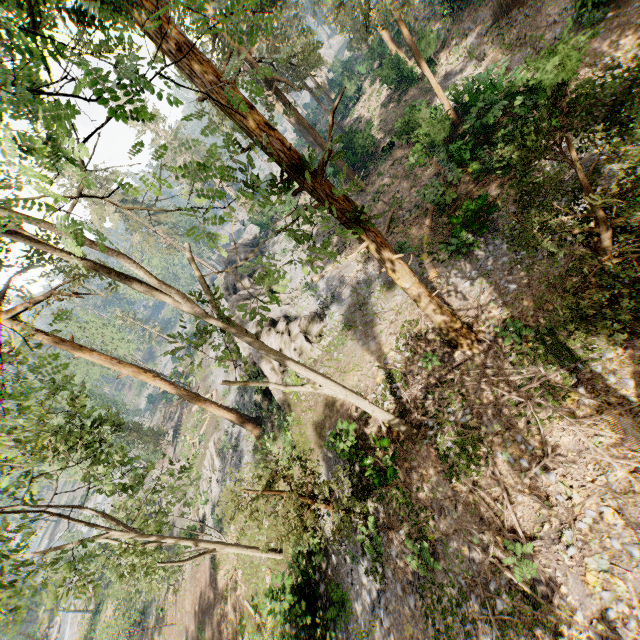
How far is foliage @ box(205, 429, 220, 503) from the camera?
30.65m

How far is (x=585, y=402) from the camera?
9.2 meters

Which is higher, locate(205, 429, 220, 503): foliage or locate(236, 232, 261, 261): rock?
locate(236, 232, 261, 261): rock

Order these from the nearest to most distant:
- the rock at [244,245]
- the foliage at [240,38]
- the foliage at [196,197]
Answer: the foliage at [240,38]
the foliage at [196,197]
the rock at [244,245]

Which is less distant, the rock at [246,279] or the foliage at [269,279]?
the foliage at [269,279]

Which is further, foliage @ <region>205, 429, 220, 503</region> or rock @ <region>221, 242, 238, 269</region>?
rock @ <region>221, 242, 238, 269</region>

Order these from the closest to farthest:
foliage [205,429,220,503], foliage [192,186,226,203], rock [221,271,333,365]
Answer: foliage [192,186,226,203]
rock [221,271,333,365]
foliage [205,429,220,503]
